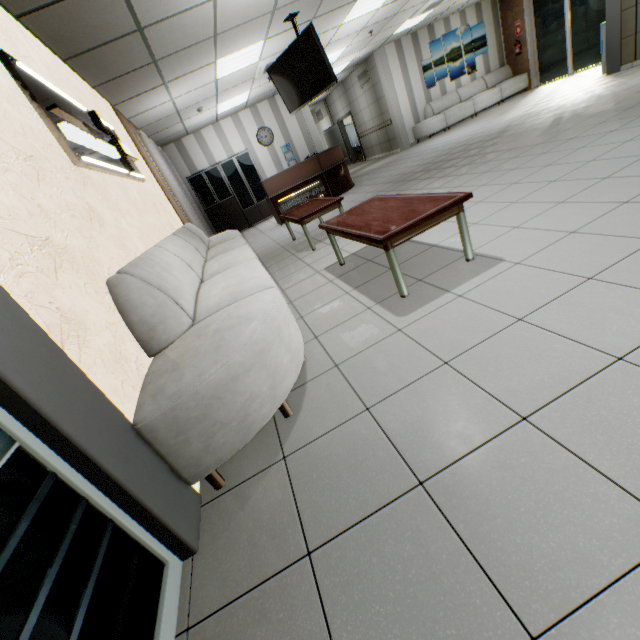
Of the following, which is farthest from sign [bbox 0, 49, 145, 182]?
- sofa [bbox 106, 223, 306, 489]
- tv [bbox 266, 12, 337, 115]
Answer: tv [bbox 266, 12, 337, 115]

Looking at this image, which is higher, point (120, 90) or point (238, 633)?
point (120, 90)

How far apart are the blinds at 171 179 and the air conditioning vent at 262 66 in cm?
285

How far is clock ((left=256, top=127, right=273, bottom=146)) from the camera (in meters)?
10.66

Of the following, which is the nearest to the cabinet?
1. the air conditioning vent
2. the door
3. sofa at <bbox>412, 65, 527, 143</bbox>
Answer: the air conditioning vent

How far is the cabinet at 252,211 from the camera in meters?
10.3

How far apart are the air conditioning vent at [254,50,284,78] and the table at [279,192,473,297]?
5.4 meters

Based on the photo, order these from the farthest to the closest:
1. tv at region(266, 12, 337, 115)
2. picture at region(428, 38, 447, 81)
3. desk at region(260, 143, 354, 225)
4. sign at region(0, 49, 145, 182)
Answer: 1. picture at region(428, 38, 447, 81)
2. desk at region(260, 143, 354, 225)
3. tv at region(266, 12, 337, 115)
4. sign at region(0, 49, 145, 182)
